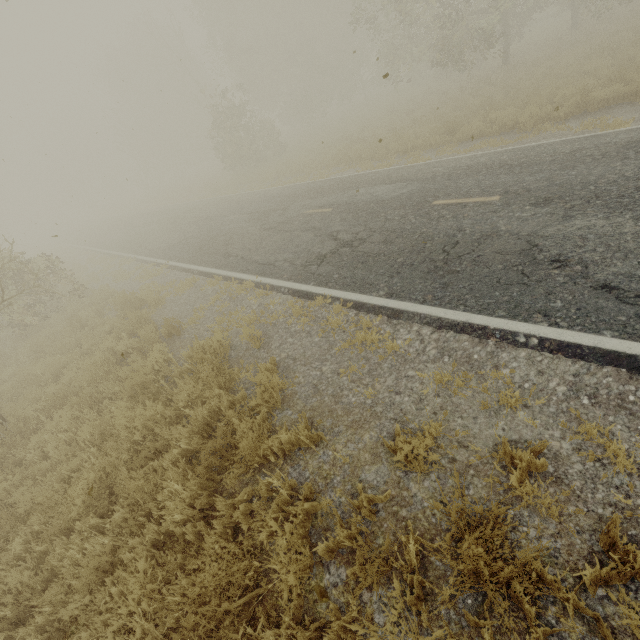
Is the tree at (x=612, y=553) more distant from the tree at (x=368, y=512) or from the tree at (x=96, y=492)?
the tree at (x=96, y=492)

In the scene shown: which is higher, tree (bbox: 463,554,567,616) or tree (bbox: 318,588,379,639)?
tree (bbox: 463,554,567,616)

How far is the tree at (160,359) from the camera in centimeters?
632cm

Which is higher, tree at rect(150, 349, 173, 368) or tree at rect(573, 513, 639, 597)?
tree at rect(150, 349, 173, 368)

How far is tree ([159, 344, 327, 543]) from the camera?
3.9m

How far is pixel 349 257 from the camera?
7.31m

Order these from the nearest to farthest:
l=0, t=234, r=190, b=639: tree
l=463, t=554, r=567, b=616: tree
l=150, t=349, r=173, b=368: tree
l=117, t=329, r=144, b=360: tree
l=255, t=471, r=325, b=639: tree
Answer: l=463, t=554, r=567, b=616: tree, l=255, t=471, r=325, b=639: tree, l=0, t=234, r=190, b=639: tree, l=150, t=349, r=173, b=368: tree, l=117, t=329, r=144, b=360: tree
